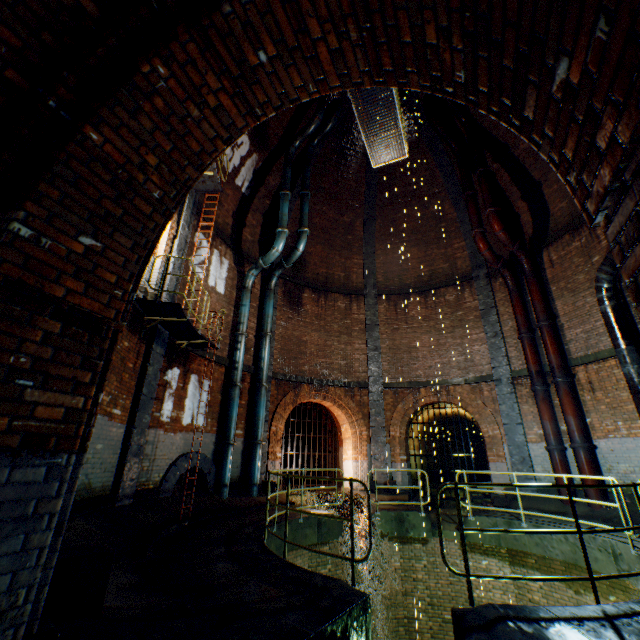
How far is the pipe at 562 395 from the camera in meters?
10.4

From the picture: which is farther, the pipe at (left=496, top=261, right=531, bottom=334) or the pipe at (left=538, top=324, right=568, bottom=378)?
the pipe at (left=496, top=261, right=531, bottom=334)

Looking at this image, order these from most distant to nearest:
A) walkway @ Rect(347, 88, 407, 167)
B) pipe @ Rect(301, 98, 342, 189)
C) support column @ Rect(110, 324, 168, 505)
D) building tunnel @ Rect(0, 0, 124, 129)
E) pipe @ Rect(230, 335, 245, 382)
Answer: pipe @ Rect(301, 98, 342, 189), pipe @ Rect(230, 335, 245, 382), walkway @ Rect(347, 88, 407, 167), support column @ Rect(110, 324, 168, 505), building tunnel @ Rect(0, 0, 124, 129)

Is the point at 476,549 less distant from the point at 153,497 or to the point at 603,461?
the point at 603,461

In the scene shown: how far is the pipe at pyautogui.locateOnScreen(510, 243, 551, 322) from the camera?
12.22m

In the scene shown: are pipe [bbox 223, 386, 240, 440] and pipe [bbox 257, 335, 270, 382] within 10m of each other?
yes

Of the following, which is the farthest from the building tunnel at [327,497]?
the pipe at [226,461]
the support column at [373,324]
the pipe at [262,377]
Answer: the pipe at [226,461]

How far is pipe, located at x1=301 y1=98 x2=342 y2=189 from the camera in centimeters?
1495cm
